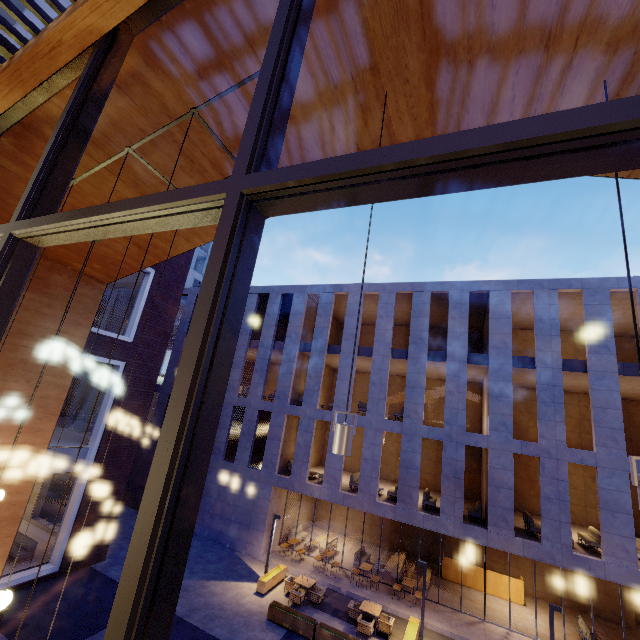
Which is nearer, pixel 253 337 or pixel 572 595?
pixel 572 595

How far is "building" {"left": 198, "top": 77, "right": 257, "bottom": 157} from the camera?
3.62m

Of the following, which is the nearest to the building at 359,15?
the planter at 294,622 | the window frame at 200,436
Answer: the window frame at 200,436

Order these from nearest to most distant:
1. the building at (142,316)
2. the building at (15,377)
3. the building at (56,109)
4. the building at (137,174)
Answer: the building at (56,109) < the building at (137,174) < the building at (15,377) < the building at (142,316)

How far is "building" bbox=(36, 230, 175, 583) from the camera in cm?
1291

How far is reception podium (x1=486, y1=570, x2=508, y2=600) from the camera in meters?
17.0 m

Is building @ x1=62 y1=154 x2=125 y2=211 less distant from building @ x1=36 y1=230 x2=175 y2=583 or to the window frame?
the window frame
